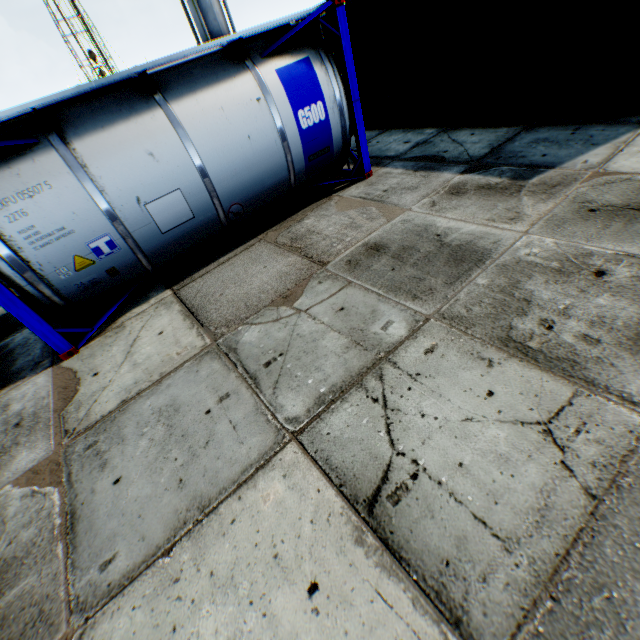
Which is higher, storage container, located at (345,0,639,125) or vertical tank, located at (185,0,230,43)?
vertical tank, located at (185,0,230,43)

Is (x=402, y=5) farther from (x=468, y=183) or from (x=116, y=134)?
(x=116, y=134)

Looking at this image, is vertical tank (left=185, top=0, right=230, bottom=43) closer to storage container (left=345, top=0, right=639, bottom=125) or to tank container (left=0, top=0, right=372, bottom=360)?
storage container (left=345, top=0, right=639, bottom=125)

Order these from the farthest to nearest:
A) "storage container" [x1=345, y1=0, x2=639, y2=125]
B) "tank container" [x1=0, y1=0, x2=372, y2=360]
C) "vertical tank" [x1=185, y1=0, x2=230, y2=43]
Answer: "vertical tank" [x1=185, y1=0, x2=230, y2=43]
"storage container" [x1=345, y1=0, x2=639, y2=125]
"tank container" [x1=0, y1=0, x2=372, y2=360]

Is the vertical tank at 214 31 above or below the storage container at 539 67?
above

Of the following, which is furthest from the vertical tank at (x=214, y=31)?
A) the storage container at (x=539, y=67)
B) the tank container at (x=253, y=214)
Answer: the tank container at (x=253, y=214)

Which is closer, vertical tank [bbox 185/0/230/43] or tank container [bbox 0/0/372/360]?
tank container [bbox 0/0/372/360]

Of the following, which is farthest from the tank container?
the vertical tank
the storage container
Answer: the vertical tank
